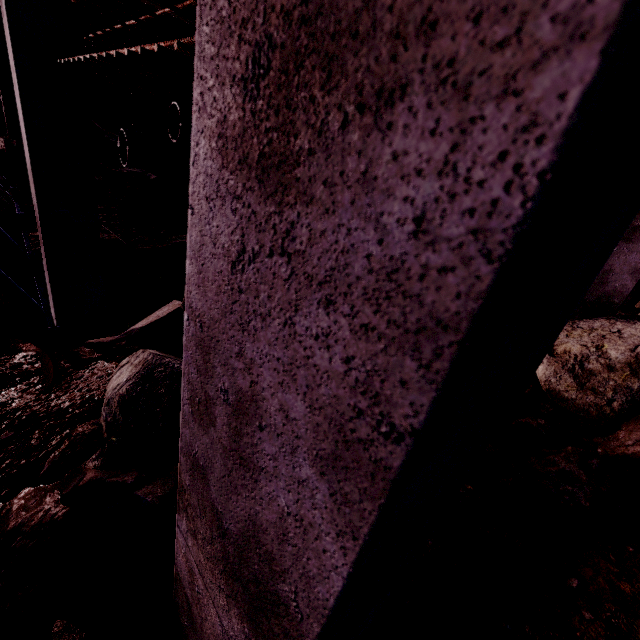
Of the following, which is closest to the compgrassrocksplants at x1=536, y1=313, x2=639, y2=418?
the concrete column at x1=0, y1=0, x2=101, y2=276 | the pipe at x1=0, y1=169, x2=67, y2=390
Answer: the pipe at x1=0, y1=169, x2=67, y2=390

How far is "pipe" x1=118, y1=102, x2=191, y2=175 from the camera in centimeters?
614cm

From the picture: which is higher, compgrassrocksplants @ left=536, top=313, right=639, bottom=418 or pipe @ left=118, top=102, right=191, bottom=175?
pipe @ left=118, top=102, right=191, bottom=175

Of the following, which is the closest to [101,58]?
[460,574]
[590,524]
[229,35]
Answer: [229,35]

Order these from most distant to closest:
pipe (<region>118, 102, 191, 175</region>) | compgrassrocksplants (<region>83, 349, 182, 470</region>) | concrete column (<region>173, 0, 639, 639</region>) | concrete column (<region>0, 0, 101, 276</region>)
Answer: pipe (<region>118, 102, 191, 175</region>), concrete column (<region>0, 0, 101, 276</region>), compgrassrocksplants (<region>83, 349, 182, 470</region>), concrete column (<region>173, 0, 639, 639</region>)

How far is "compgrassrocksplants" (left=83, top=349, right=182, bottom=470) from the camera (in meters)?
1.66

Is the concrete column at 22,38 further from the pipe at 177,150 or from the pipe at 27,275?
the pipe at 177,150

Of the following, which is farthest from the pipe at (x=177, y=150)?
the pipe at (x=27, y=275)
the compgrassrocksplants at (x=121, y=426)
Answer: the compgrassrocksplants at (x=121, y=426)
